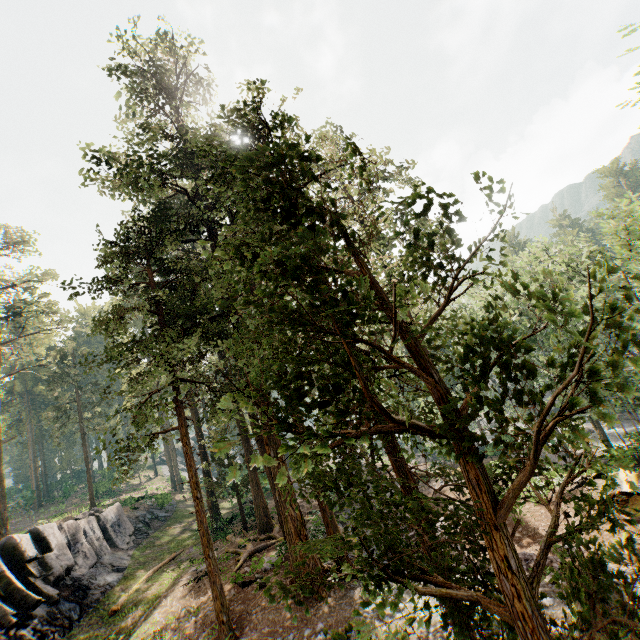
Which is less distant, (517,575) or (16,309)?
(517,575)

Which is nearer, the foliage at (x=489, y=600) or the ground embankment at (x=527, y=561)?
the foliage at (x=489, y=600)

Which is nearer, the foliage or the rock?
the foliage

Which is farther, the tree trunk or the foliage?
the tree trunk

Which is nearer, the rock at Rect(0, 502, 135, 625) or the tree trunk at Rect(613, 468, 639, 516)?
the tree trunk at Rect(613, 468, 639, 516)

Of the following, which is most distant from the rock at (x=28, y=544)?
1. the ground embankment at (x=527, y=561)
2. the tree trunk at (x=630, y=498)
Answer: the tree trunk at (x=630, y=498)

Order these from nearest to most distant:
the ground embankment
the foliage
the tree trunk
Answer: the foliage
the ground embankment
the tree trunk

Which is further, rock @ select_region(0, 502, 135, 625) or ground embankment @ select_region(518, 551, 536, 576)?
rock @ select_region(0, 502, 135, 625)
